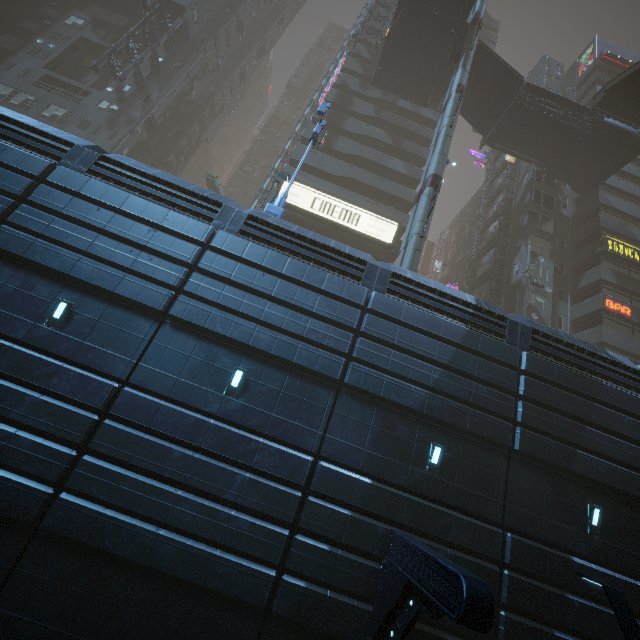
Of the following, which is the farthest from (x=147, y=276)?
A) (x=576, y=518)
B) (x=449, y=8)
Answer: (x=449, y=8)

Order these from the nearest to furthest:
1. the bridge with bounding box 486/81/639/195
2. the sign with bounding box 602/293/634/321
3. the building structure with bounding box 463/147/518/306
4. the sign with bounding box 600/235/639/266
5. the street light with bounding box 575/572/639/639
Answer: the street light with bounding box 575/572/639/639 < the sign with bounding box 602/293/634/321 < the bridge with bounding box 486/81/639/195 < the sign with bounding box 600/235/639/266 < the building structure with bounding box 463/147/518/306

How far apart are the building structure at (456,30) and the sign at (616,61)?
27.7m

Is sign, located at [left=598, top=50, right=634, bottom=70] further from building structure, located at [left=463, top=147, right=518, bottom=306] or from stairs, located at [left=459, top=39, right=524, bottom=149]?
stairs, located at [left=459, top=39, right=524, bottom=149]

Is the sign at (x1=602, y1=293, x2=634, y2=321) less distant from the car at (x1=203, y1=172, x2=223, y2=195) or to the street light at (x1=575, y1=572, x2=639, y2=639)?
the car at (x1=203, y1=172, x2=223, y2=195)

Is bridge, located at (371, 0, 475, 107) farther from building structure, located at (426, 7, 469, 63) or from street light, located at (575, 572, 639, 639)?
street light, located at (575, 572, 639, 639)

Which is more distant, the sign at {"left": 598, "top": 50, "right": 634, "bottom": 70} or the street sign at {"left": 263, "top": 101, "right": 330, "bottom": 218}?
the sign at {"left": 598, "top": 50, "right": 634, "bottom": 70}

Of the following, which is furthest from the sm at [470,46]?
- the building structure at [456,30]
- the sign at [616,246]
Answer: the sign at [616,246]
